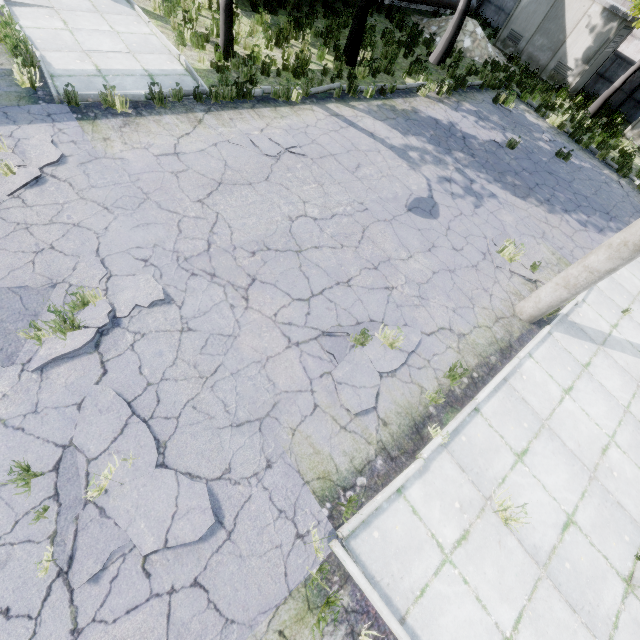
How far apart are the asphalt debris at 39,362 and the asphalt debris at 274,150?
3.99m

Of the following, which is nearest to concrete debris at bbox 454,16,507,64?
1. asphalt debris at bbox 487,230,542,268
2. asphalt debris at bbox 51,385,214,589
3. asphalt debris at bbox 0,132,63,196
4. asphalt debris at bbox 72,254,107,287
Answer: asphalt debris at bbox 487,230,542,268

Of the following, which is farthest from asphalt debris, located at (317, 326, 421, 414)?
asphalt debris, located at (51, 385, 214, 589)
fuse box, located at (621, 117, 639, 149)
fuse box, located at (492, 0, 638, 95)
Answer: fuse box, located at (492, 0, 638, 95)

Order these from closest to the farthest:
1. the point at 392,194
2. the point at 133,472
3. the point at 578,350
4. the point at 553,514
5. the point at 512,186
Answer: the point at 133,472, the point at 553,514, the point at 578,350, the point at 392,194, the point at 512,186

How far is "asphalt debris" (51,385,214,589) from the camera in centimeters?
313cm

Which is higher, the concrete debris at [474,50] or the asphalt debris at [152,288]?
the concrete debris at [474,50]

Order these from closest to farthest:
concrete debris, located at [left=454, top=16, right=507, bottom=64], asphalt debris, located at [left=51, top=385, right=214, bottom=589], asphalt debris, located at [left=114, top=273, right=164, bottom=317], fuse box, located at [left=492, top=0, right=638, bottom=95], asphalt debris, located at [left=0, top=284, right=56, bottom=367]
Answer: asphalt debris, located at [left=51, top=385, right=214, bottom=589], asphalt debris, located at [left=0, top=284, right=56, bottom=367], asphalt debris, located at [left=114, top=273, right=164, bottom=317], fuse box, located at [left=492, top=0, right=638, bottom=95], concrete debris, located at [left=454, top=16, right=507, bottom=64]

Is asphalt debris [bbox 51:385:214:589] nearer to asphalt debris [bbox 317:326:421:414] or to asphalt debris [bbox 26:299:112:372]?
asphalt debris [bbox 26:299:112:372]
